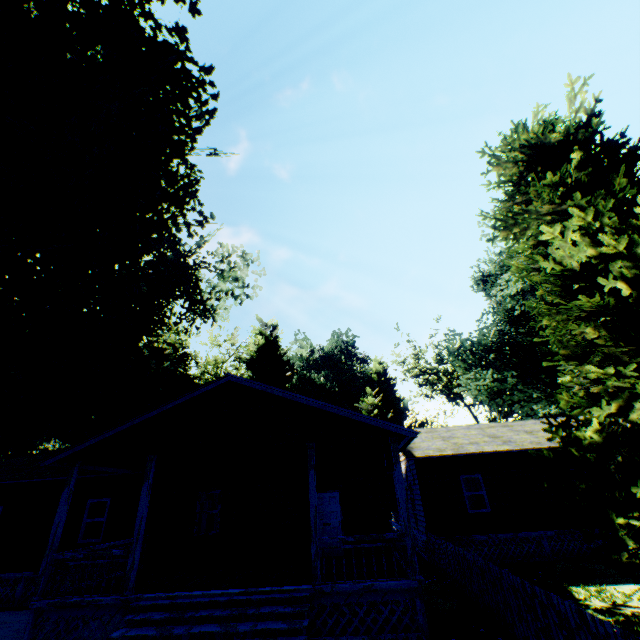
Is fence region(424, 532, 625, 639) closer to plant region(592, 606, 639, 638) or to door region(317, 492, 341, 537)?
plant region(592, 606, 639, 638)

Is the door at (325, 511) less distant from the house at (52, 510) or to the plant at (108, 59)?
the house at (52, 510)

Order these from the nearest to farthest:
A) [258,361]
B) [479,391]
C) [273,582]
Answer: [273,582]
[479,391]
[258,361]

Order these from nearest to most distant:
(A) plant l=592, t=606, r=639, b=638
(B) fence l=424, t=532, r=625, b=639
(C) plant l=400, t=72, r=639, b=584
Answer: (B) fence l=424, t=532, r=625, b=639 → (C) plant l=400, t=72, r=639, b=584 → (A) plant l=592, t=606, r=639, b=638

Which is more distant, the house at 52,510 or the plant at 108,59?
the plant at 108,59

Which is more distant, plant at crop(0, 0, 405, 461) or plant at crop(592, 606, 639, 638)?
plant at crop(0, 0, 405, 461)

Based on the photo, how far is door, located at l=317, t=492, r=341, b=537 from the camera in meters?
12.8 m
